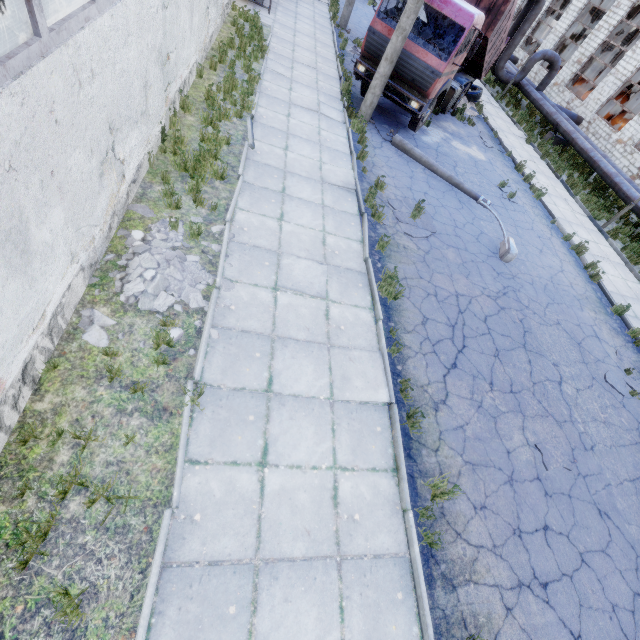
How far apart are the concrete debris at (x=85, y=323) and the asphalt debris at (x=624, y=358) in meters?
11.4 m

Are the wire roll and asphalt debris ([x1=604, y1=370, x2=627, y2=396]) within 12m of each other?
no

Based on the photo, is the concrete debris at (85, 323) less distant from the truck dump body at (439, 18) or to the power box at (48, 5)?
the power box at (48, 5)

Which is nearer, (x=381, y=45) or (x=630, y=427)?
(x=630, y=427)

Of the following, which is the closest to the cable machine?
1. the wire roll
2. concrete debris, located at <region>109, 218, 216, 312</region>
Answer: the wire roll

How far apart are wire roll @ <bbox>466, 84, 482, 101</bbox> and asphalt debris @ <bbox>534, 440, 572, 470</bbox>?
19.3m

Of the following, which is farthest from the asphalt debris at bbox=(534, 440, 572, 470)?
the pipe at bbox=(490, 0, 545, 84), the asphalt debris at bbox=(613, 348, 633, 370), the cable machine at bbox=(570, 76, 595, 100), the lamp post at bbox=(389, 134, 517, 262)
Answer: the cable machine at bbox=(570, 76, 595, 100)

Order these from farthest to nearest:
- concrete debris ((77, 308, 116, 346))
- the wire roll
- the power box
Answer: the wire roll < concrete debris ((77, 308, 116, 346)) < the power box
